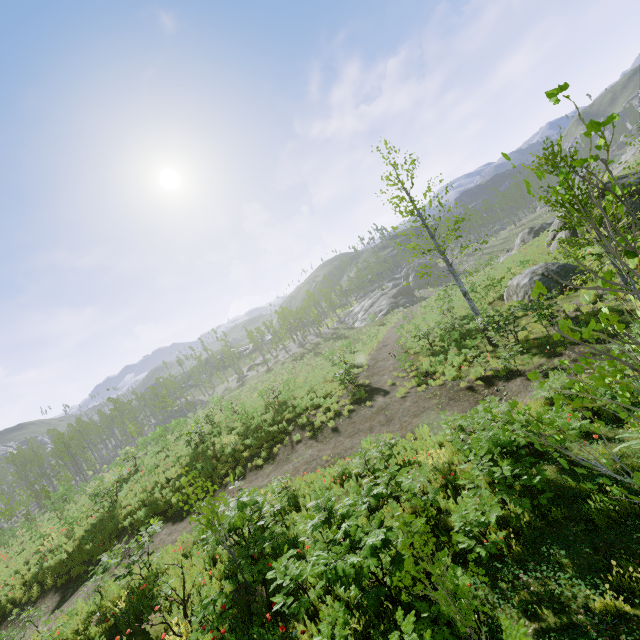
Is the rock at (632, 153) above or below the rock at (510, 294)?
above

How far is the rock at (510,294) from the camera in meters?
16.5

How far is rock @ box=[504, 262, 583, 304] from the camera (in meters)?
16.45

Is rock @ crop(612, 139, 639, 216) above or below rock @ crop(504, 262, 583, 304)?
above

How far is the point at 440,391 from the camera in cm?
1335
